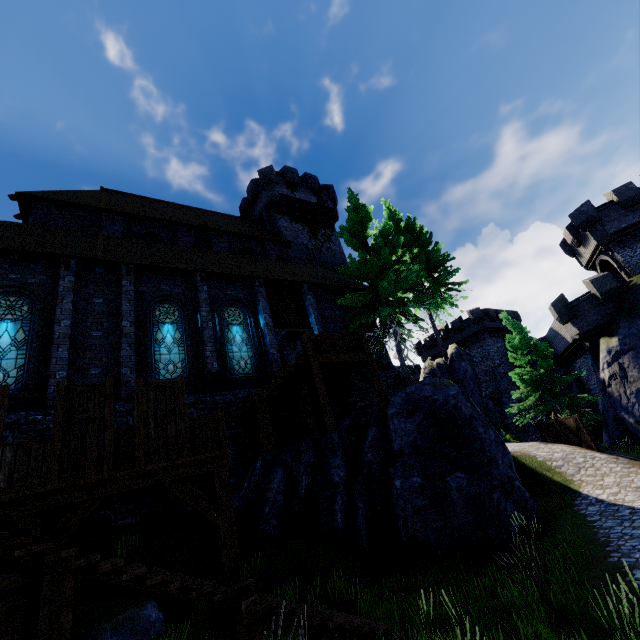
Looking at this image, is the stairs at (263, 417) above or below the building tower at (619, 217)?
below

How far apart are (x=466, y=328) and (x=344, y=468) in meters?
35.5 m

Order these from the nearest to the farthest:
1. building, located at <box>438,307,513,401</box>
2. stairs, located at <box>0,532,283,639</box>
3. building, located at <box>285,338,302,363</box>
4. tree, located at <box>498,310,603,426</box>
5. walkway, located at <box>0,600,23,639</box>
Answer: stairs, located at <box>0,532,283,639</box>, walkway, located at <box>0,600,23,639</box>, tree, located at <box>498,310,603,426</box>, building, located at <box>285,338,302,363</box>, building, located at <box>438,307,513,401</box>

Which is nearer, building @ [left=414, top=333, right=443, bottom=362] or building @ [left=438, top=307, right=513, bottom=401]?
building @ [left=438, top=307, right=513, bottom=401]

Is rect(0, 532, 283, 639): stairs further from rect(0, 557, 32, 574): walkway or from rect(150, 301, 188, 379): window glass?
rect(150, 301, 188, 379): window glass

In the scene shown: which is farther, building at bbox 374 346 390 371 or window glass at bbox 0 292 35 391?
building at bbox 374 346 390 371

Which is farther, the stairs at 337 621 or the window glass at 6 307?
the window glass at 6 307

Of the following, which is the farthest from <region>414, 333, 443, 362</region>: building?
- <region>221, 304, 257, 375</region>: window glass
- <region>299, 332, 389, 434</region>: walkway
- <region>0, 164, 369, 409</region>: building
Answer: <region>221, 304, 257, 375</region>: window glass
